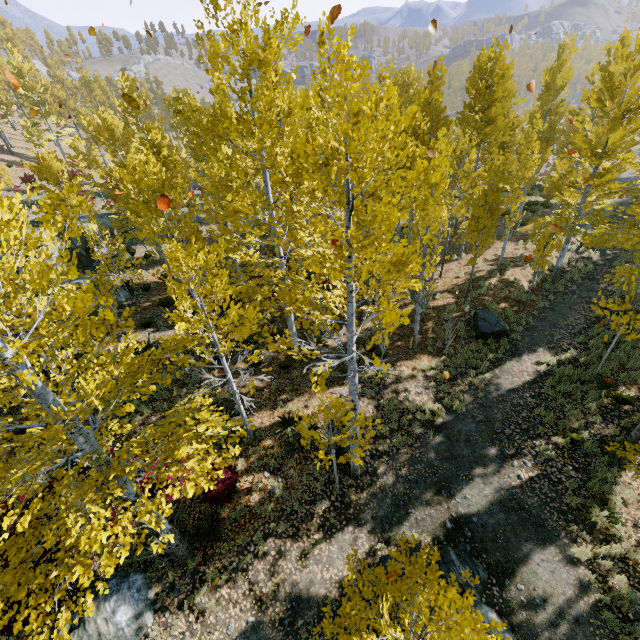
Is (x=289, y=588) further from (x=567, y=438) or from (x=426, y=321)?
(x=426, y=321)

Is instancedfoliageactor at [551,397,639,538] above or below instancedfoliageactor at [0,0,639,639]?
below

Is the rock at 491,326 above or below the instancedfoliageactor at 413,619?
below

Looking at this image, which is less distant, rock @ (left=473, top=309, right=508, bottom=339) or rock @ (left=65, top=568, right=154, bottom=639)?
rock @ (left=65, top=568, right=154, bottom=639)

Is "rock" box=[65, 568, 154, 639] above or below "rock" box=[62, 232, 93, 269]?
below

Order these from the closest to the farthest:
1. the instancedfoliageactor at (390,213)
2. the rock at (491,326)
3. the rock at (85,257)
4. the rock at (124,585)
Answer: the instancedfoliageactor at (390,213)
the rock at (124,585)
the rock at (491,326)
the rock at (85,257)

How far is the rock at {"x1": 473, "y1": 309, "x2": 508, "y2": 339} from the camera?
14.0m

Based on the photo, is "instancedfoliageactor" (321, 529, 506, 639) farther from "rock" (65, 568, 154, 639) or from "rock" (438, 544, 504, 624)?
"rock" (438, 544, 504, 624)
